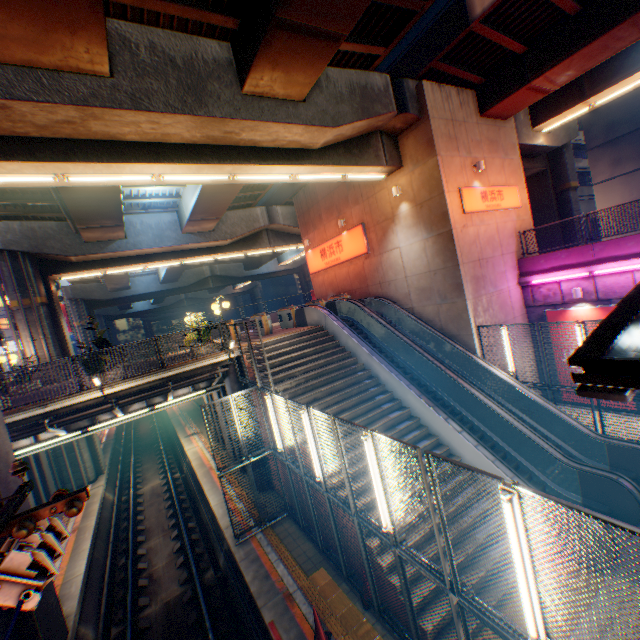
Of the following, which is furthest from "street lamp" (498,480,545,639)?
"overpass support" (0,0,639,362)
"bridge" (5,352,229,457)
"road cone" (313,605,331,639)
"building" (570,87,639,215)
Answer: "building" (570,87,639,215)

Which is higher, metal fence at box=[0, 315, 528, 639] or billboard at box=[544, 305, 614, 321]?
billboard at box=[544, 305, 614, 321]

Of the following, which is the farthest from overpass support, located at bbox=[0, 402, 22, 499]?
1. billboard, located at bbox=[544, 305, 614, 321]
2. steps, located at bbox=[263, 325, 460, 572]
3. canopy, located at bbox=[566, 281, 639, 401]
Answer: billboard, located at bbox=[544, 305, 614, 321]

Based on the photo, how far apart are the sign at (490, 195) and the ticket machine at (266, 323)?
10.2 meters

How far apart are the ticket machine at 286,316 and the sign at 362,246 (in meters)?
4.15

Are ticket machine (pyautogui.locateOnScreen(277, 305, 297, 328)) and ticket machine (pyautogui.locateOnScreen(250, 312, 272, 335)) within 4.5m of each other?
yes

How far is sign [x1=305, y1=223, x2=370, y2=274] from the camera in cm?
1769

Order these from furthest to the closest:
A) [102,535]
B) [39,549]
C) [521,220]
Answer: [521,220]
[102,535]
[39,549]
